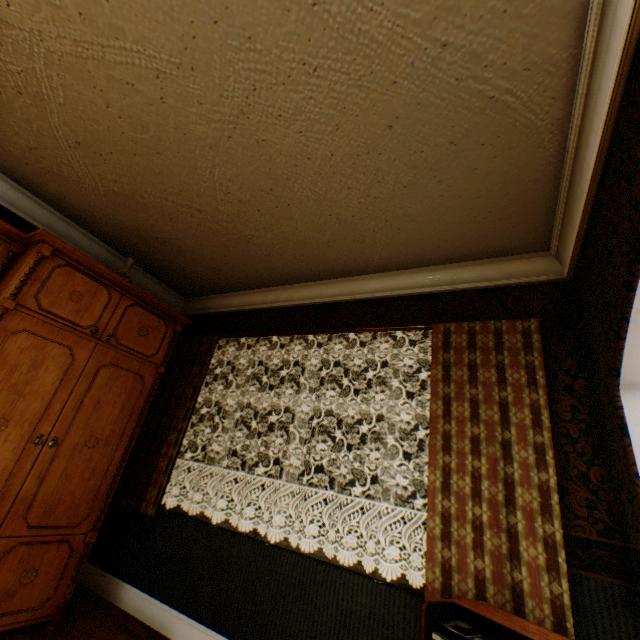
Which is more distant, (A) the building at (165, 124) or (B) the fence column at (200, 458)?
(B) the fence column at (200, 458)

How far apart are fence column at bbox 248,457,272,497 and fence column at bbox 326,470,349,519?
4.7 meters

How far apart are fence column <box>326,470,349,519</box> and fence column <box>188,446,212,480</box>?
10.3 meters

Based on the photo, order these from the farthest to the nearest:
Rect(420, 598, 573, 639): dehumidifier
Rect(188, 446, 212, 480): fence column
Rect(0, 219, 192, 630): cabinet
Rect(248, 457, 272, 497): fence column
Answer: Rect(188, 446, 212, 480): fence column, Rect(248, 457, 272, 497): fence column, Rect(0, 219, 192, 630): cabinet, Rect(420, 598, 573, 639): dehumidifier

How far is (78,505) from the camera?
2.5 meters

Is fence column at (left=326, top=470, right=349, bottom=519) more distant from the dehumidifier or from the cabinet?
the dehumidifier

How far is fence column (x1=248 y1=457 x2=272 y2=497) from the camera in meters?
20.4 m

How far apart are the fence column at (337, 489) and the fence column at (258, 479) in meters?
4.7
